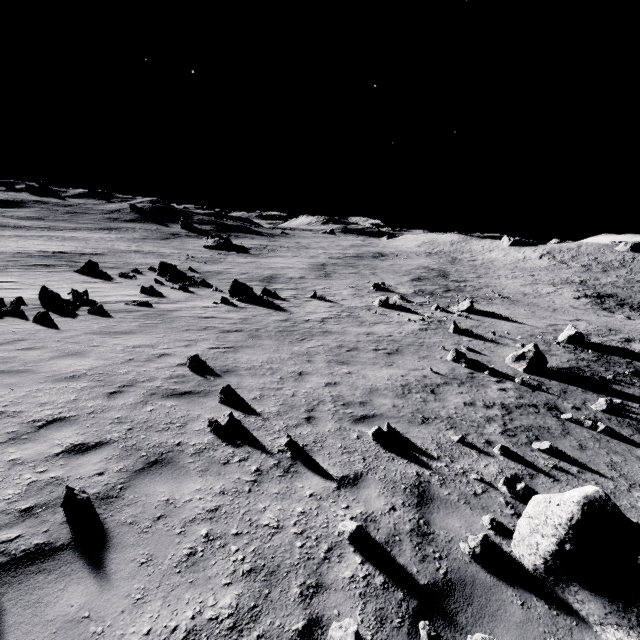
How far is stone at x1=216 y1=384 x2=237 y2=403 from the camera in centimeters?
702cm

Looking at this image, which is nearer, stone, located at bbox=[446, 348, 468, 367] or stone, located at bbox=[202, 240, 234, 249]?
stone, located at bbox=[446, 348, 468, 367]

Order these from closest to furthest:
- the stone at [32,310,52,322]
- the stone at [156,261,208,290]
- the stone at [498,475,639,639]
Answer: the stone at [498,475,639,639] < the stone at [32,310,52,322] < the stone at [156,261,208,290]

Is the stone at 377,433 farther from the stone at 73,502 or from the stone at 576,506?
the stone at 73,502

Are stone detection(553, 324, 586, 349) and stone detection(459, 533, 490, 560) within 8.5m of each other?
no

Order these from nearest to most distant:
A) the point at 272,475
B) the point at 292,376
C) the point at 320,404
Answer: the point at 272,475, the point at 320,404, the point at 292,376

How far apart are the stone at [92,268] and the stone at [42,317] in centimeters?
1673cm

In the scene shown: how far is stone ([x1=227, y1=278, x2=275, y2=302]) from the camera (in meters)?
21.14
